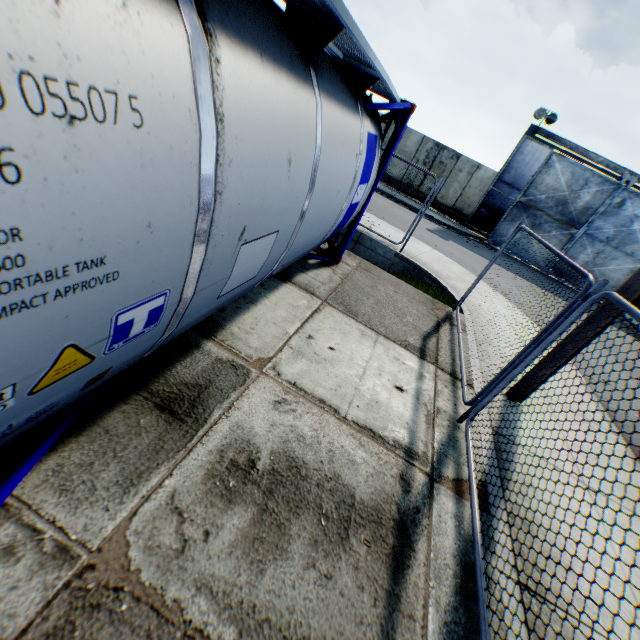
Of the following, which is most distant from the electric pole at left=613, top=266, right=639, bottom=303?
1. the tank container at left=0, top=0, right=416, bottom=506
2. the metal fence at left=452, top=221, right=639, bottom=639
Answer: the tank container at left=0, top=0, right=416, bottom=506

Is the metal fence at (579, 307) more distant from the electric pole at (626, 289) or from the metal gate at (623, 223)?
the metal gate at (623, 223)

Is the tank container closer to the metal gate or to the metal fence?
the metal fence

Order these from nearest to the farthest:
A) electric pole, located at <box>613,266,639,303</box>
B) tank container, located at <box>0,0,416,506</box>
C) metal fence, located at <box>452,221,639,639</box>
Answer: tank container, located at <box>0,0,416,506</box> → metal fence, located at <box>452,221,639,639</box> → electric pole, located at <box>613,266,639,303</box>

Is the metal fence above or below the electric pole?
below

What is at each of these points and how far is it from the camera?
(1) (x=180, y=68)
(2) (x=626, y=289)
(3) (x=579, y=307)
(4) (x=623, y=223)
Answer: (1) tank container, 1.3 meters
(2) electric pole, 4.0 meters
(3) metal fence, 3.1 meters
(4) metal gate, 17.9 meters

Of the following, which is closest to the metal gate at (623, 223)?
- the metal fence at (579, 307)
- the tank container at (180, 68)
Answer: the metal fence at (579, 307)

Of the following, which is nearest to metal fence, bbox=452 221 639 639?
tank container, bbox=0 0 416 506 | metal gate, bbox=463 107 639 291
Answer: tank container, bbox=0 0 416 506
